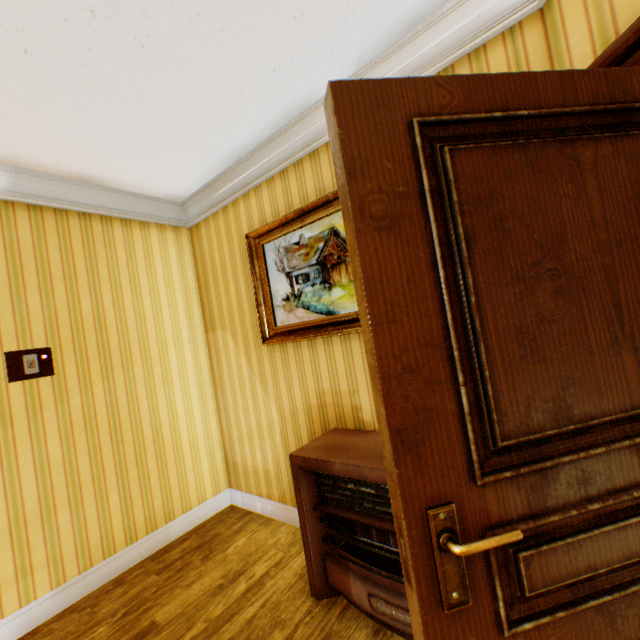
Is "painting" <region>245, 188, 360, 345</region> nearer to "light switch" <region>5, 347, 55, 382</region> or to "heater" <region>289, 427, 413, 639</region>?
"heater" <region>289, 427, 413, 639</region>

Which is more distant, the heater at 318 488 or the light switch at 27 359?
the light switch at 27 359

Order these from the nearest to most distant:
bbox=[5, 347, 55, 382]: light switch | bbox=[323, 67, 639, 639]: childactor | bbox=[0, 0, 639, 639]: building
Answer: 1. bbox=[323, 67, 639, 639]: childactor
2. bbox=[0, 0, 639, 639]: building
3. bbox=[5, 347, 55, 382]: light switch

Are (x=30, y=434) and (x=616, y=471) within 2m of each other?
no

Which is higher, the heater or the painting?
the painting

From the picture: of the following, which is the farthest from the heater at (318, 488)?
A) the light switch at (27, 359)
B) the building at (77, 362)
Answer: the light switch at (27, 359)

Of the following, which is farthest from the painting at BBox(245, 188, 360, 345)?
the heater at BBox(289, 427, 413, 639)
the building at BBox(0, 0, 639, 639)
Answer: the heater at BBox(289, 427, 413, 639)

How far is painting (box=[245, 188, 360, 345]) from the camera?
2.3 meters
